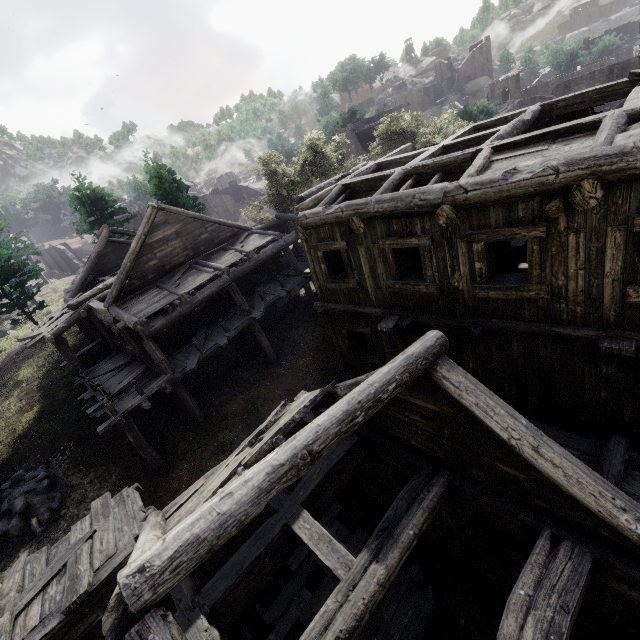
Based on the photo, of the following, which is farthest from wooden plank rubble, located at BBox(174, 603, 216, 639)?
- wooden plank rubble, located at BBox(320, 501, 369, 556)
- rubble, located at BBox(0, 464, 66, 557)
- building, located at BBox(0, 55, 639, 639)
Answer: rubble, located at BBox(0, 464, 66, 557)

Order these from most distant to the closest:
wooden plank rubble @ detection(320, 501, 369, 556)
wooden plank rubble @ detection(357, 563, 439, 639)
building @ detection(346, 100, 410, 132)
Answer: building @ detection(346, 100, 410, 132), wooden plank rubble @ detection(320, 501, 369, 556), wooden plank rubble @ detection(357, 563, 439, 639)

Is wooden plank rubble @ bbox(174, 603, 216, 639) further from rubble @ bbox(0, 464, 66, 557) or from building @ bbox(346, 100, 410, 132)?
rubble @ bbox(0, 464, 66, 557)

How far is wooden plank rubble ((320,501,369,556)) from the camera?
10.1m

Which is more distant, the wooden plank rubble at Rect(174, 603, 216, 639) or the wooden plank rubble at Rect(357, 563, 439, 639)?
the wooden plank rubble at Rect(357, 563, 439, 639)

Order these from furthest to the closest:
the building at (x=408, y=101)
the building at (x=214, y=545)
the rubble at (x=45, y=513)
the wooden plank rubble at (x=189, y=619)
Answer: the building at (x=408, y=101) < the rubble at (x=45, y=513) < the wooden plank rubble at (x=189, y=619) < the building at (x=214, y=545)

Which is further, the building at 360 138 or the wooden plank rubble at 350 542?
the building at 360 138

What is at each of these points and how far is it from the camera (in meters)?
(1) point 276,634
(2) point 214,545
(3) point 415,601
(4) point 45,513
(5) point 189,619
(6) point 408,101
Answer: (1) wooden plank rubble, 8.71
(2) building, 3.25
(3) wooden plank rubble, 8.76
(4) rubble, 13.34
(5) wooden plank rubble, 5.31
(6) building, 35.03
